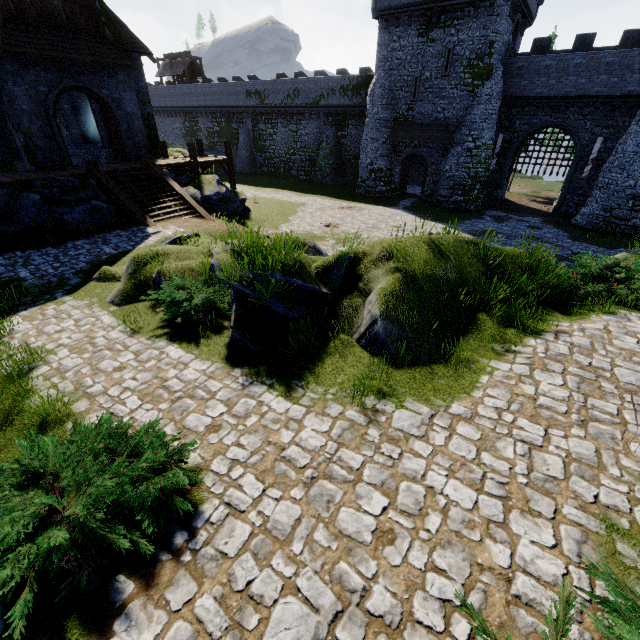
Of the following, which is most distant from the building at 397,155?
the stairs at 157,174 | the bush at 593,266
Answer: the stairs at 157,174

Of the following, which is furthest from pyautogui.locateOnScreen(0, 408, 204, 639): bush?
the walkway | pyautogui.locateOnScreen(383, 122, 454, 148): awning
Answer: pyautogui.locateOnScreen(383, 122, 454, 148): awning

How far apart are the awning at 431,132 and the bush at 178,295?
26.1m

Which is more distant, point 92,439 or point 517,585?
point 92,439

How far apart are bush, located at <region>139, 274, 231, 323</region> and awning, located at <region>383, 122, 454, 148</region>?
26.1 meters

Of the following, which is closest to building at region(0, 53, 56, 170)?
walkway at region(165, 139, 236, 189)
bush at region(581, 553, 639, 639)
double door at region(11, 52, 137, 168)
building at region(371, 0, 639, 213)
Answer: double door at region(11, 52, 137, 168)

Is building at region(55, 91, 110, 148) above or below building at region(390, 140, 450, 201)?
above

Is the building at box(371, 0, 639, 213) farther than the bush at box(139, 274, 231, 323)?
Yes
